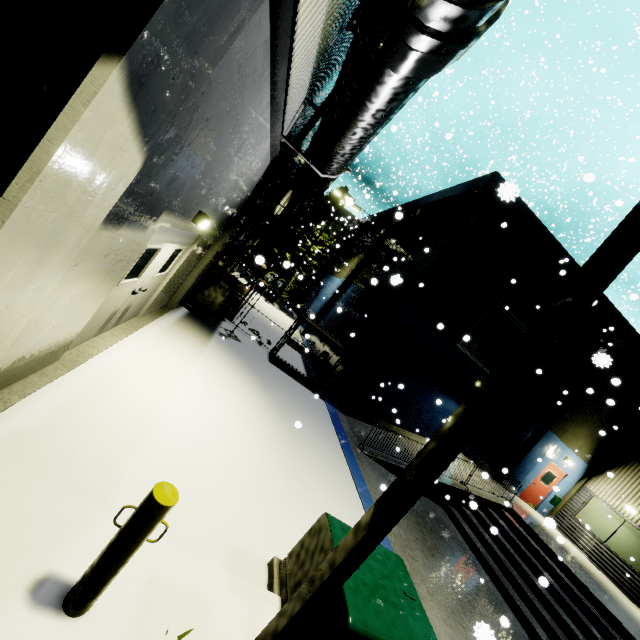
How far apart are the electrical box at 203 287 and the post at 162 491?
8.7 meters

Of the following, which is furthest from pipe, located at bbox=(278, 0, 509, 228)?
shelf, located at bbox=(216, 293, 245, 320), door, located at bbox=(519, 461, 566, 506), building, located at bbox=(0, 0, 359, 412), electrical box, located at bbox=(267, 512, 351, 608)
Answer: door, located at bbox=(519, 461, 566, 506)

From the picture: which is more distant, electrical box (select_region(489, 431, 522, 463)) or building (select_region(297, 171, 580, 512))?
electrical box (select_region(489, 431, 522, 463))

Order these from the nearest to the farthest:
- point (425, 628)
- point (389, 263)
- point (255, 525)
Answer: point (425, 628)
point (255, 525)
point (389, 263)

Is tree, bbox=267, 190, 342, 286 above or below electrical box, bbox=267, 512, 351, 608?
above

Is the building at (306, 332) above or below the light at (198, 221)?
below

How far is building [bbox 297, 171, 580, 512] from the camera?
12.2 meters

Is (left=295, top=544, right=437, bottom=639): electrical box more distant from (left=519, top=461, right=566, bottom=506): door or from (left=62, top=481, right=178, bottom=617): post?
(left=519, top=461, right=566, bottom=506): door
